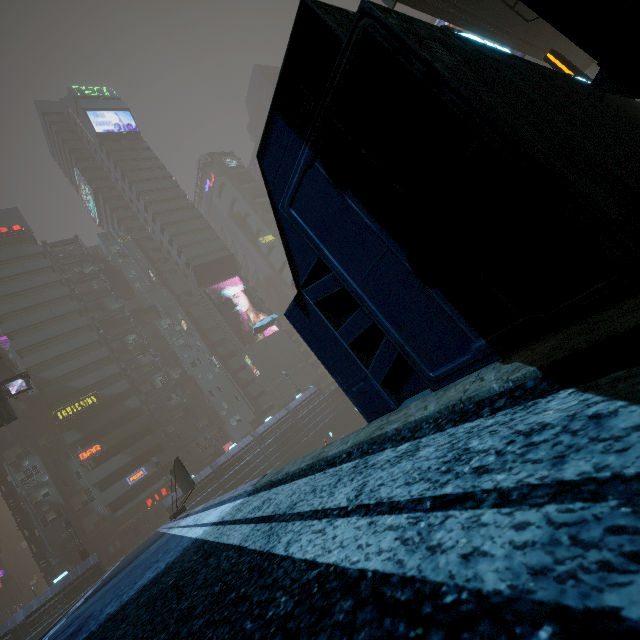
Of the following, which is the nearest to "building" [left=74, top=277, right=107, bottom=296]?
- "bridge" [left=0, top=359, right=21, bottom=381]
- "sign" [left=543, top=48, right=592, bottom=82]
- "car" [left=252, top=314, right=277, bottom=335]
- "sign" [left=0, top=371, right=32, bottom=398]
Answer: "bridge" [left=0, top=359, right=21, bottom=381]

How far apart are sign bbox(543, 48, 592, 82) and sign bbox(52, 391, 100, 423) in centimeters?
5485cm

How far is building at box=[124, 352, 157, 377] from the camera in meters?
50.7

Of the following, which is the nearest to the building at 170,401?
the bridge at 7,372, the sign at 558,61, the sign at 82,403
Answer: the sign at 82,403

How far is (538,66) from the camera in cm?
311

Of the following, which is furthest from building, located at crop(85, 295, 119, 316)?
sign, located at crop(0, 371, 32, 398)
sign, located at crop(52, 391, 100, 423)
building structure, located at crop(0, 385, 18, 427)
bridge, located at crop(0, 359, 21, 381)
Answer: sign, located at crop(0, 371, 32, 398)

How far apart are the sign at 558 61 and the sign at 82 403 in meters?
54.8
